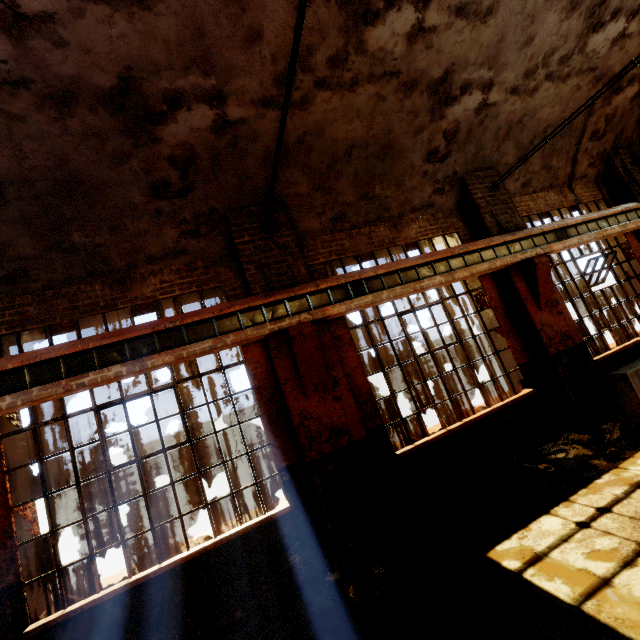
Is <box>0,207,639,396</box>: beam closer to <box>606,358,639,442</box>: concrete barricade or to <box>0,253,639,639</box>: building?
<box>0,253,639,639</box>: building

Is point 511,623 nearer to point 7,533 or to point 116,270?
point 7,533

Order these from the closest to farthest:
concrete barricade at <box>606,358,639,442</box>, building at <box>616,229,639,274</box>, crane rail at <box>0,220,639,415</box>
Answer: crane rail at <box>0,220,639,415</box> < concrete barricade at <box>606,358,639,442</box> < building at <box>616,229,639,274</box>

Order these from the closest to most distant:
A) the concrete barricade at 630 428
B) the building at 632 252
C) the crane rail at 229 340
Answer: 1. the crane rail at 229 340
2. the concrete barricade at 630 428
3. the building at 632 252

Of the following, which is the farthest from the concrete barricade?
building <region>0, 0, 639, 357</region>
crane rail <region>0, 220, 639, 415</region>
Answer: crane rail <region>0, 220, 639, 415</region>

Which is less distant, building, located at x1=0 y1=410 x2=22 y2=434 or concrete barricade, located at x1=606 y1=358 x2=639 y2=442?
building, located at x1=0 y1=410 x2=22 y2=434

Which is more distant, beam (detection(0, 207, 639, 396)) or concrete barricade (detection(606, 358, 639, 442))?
concrete barricade (detection(606, 358, 639, 442))

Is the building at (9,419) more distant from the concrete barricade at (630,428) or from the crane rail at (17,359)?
the concrete barricade at (630,428)
